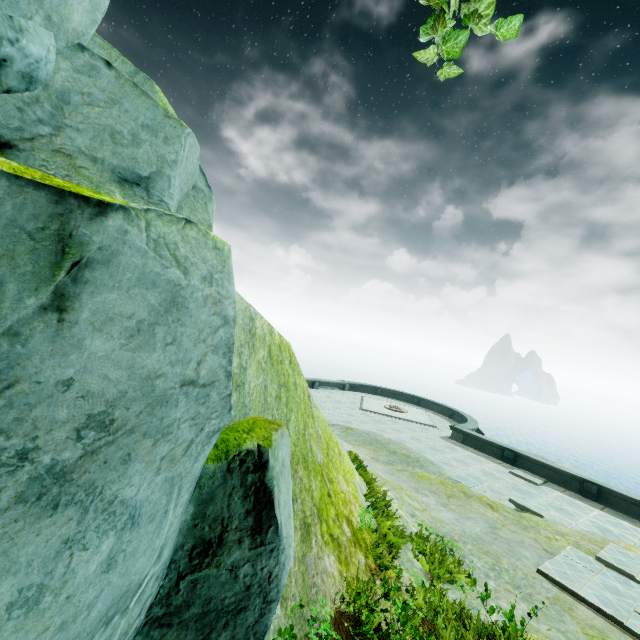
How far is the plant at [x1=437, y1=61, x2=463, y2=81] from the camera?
1.5m

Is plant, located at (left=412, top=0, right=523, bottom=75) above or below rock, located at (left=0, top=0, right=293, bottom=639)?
above

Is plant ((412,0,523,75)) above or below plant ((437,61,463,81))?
above

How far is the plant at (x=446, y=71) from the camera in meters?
1.5

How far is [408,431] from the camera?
20.9 meters

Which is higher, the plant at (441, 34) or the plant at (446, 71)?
the plant at (441, 34)
